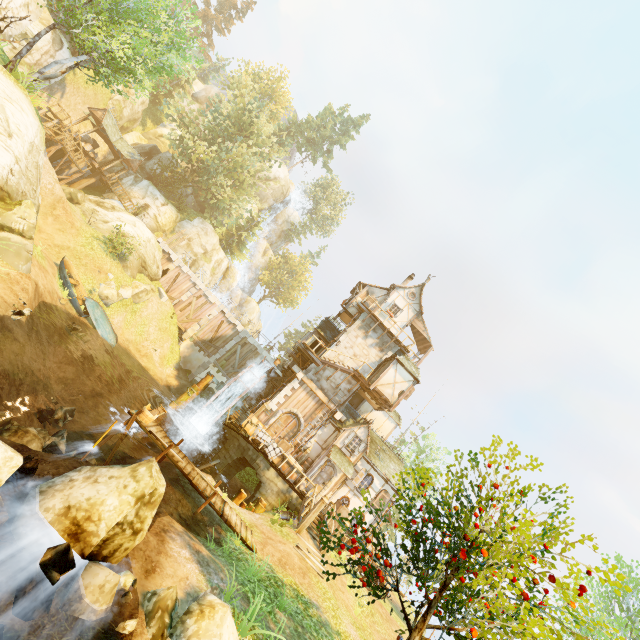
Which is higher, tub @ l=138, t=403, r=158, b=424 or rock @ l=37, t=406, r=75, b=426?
tub @ l=138, t=403, r=158, b=424

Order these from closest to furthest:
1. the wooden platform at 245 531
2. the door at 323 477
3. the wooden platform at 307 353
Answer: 1. the wooden platform at 245 531
2. the door at 323 477
3. the wooden platform at 307 353

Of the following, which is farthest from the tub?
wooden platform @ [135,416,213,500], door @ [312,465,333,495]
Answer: door @ [312,465,333,495]

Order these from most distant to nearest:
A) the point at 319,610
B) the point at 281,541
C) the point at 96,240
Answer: the point at 96,240 < the point at 281,541 < the point at 319,610

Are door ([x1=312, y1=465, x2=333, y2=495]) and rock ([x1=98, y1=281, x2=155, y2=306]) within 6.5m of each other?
no

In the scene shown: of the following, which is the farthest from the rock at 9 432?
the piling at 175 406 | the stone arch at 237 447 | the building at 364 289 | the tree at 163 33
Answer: the building at 364 289

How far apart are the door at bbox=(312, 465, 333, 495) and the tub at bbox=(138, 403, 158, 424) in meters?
12.6

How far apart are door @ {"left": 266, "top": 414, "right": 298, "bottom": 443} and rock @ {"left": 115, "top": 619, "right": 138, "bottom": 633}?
15.80m
